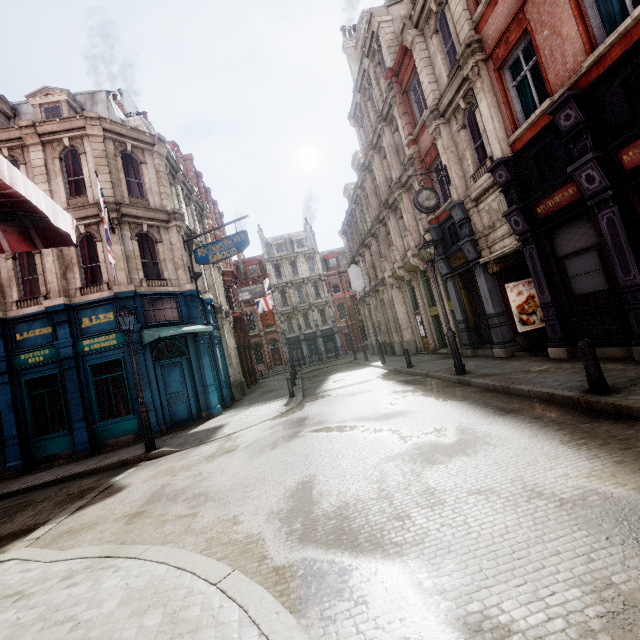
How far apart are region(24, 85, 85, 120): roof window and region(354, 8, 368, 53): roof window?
16.2 meters

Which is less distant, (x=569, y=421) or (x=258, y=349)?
(x=569, y=421)

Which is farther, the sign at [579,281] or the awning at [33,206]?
the sign at [579,281]

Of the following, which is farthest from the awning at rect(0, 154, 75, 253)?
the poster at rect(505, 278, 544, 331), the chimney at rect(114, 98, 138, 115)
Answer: the chimney at rect(114, 98, 138, 115)

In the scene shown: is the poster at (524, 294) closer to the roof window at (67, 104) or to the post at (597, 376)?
the post at (597, 376)

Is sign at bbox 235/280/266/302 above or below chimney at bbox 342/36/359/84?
below

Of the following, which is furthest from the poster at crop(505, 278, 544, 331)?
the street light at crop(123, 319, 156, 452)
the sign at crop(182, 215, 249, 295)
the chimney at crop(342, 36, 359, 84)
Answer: the chimney at crop(342, 36, 359, 84)

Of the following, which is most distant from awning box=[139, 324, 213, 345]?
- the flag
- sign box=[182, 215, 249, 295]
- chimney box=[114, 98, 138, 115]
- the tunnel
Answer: chimney box=[114, 98, 138, 115]
